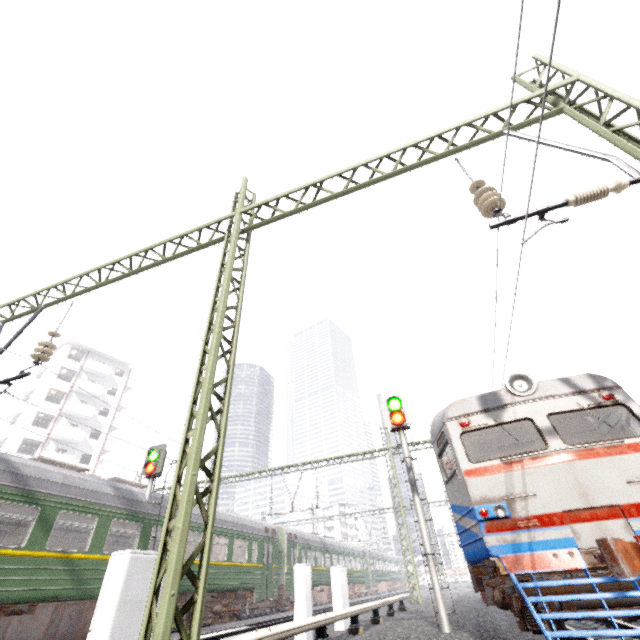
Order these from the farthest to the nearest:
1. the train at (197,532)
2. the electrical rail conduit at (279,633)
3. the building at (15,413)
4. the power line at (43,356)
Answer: the building at (15,413), the train at (197,532), the power line at (43,356), the electrical rail conduit at (279,633)

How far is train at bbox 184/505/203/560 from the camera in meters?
13.7 m

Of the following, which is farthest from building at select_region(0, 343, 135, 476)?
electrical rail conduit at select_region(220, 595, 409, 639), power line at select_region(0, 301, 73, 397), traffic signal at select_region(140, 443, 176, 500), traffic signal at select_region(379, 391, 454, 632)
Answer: traffic signal at select_region(379, 391, 454, 632)

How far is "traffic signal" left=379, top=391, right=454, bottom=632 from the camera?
7.7m

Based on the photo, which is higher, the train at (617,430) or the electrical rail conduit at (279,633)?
the train at (617,430)

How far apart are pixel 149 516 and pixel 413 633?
9.6 meters

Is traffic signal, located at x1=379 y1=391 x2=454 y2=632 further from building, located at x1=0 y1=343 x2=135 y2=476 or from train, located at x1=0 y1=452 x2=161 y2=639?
building, located at x1=0 y1=343 x2=135 y2=476
